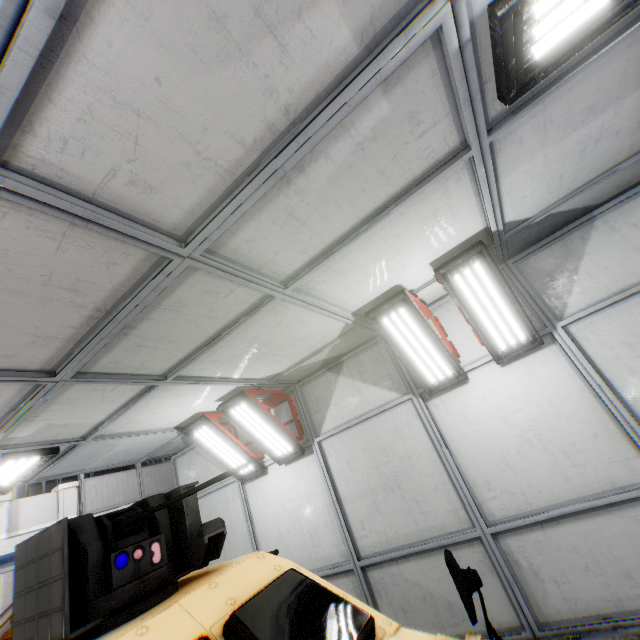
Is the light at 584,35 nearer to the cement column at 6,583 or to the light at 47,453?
the light at 47,453

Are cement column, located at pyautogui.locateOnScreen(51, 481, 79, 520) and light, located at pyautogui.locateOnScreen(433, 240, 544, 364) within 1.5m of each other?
no

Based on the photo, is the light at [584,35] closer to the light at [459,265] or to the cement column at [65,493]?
the light at [459,265]

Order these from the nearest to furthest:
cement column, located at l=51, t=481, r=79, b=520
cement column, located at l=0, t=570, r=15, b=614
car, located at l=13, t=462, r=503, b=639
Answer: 1. car, located at l=13, t=462, r=503, b=639
2. cement column, located at l=51, t=481, r=79, b=520
3. cement column, located at l=0, t=570, r=15, b=614

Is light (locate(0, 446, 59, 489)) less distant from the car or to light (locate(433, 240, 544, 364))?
the car

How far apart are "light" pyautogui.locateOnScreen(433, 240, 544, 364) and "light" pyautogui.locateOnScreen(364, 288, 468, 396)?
0.3 meters

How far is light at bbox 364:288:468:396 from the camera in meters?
4.1

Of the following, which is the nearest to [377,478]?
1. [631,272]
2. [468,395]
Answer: [468,395]
